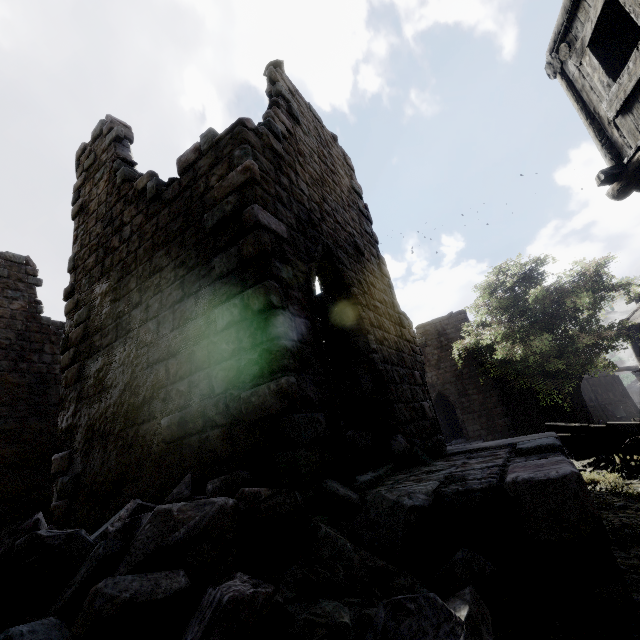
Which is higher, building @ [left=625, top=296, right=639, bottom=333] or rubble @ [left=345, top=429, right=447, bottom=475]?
building @ [left=625, top=296, right=639, bottom=333]

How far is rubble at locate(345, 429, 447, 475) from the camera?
5.0 meters

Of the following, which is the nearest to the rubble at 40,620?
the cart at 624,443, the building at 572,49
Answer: the building at 572,49

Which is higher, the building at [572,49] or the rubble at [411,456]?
the building at [572,49]

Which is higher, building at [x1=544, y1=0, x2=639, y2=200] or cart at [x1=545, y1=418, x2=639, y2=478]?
building at [x1=544, y1=0, x2=639, y2=200]

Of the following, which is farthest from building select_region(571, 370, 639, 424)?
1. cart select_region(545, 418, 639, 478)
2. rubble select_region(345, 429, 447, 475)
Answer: cart select_region(545, 418, 639, 478)

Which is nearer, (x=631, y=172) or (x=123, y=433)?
(x=631, y=172)
